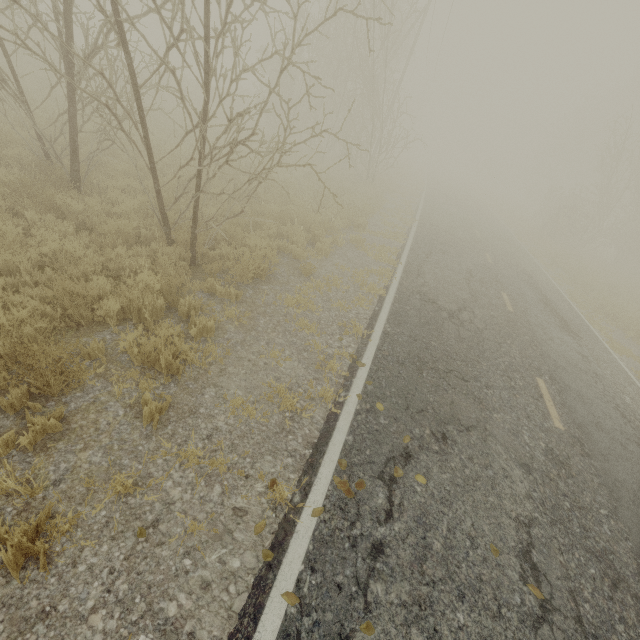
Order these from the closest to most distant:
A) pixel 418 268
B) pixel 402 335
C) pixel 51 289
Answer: pixel 51 289 → pixel 402 335 → pixel 418 268
